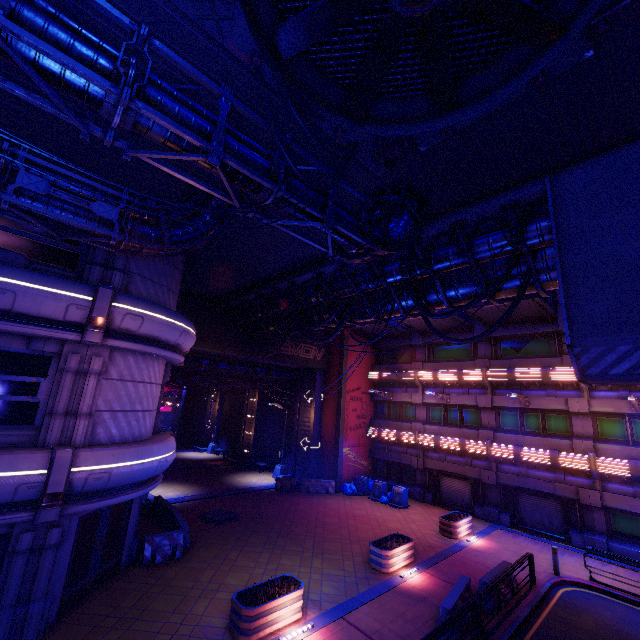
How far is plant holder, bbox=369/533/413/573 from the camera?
12.8m

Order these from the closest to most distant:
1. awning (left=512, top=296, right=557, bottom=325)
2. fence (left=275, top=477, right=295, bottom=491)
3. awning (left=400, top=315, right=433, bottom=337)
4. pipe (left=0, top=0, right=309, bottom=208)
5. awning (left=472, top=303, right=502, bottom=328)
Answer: pipe (left=0, top=0, right=309, bottom=208) → awning (left=512, top=296, right=557, bottom=325) → awning (left=472, top=303, right=502, bottom=328) → awning (left=400, top=315, right=433, bottom=337) → fence (left=275, top=477, right=295, bottom=491)

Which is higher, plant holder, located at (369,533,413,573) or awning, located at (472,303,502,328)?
awning, located at (472,303,502,328)

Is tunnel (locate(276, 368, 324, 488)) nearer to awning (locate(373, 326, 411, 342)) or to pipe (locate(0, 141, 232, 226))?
awning (locate(373, 326, 411, 342))

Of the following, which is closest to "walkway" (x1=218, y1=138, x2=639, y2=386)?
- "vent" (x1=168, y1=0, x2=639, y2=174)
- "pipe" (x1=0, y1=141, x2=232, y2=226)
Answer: Result: "vent" (x1=168, y1=0, x2=639, y2=174)

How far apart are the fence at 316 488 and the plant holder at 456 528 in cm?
824

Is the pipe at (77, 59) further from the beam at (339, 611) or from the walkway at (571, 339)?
the beam at (339, 611)

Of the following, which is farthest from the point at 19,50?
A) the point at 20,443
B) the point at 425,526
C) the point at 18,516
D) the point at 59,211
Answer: the point at 425,526
